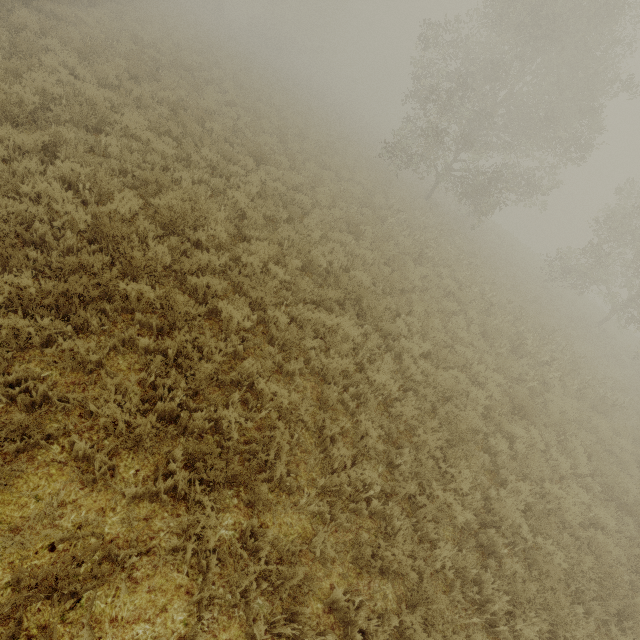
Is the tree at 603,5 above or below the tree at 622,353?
above

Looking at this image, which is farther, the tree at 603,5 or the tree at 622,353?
the tree at 622,353

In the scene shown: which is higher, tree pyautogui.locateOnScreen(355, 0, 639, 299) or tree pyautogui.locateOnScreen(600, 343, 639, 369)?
tree pyautogui.locateOnScreen(355, 0, 639, 299)

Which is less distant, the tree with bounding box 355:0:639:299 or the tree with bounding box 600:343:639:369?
the tree with bounding box 355:0:639:299

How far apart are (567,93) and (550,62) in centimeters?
386cm
